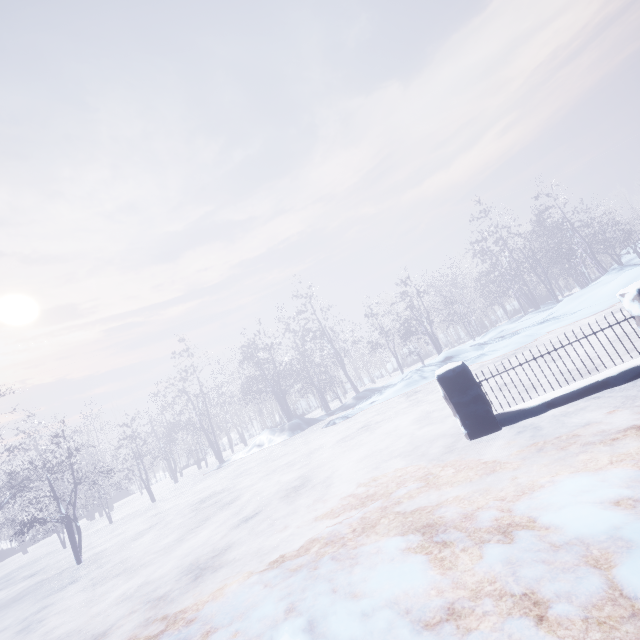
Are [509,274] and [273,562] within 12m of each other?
no

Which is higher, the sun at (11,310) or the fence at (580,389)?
the sun at (11,310)

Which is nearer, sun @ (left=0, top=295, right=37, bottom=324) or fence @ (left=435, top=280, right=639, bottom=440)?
fence @ (left=435, top=280, right=639, bottom=440)

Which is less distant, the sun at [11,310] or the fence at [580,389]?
the fence at [580,389]

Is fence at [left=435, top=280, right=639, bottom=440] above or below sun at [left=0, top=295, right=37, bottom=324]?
below
